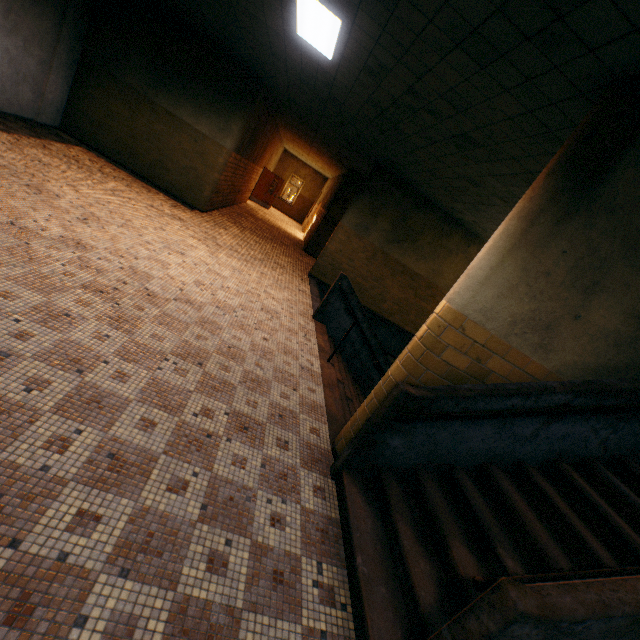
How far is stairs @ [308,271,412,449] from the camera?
4.70m

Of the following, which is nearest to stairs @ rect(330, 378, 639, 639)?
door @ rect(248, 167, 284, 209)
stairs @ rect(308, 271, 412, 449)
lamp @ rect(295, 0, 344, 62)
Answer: stairs @ rect(308, 271, 412, 449)

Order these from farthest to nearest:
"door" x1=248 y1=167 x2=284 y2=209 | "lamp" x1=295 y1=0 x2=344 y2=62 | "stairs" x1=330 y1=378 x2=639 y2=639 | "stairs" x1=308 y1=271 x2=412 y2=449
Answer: "door" x1=248 y1=167 x2=284 y2=209
"stairs" x1=308 y1=271 x2=412 y2=449
"lamp" x1=295 y1=0 x2=344 y2=62
"stairs" x1=330 y1=378 x2=639 y2=639

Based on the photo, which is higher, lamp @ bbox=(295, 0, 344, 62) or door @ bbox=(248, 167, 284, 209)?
lamp @ bbox=(295, 0, 344, 62)

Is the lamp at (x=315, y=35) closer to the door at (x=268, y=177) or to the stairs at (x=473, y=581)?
the stairs at (x=473, y=581)

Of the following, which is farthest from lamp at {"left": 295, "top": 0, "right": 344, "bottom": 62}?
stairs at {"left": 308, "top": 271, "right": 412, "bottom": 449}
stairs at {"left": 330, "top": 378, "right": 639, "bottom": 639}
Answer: stairs at {"left": 308, "top": 271, "right": 412, "bottom": 449}

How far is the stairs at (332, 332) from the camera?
4.7 meters

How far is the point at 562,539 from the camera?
2.6m
